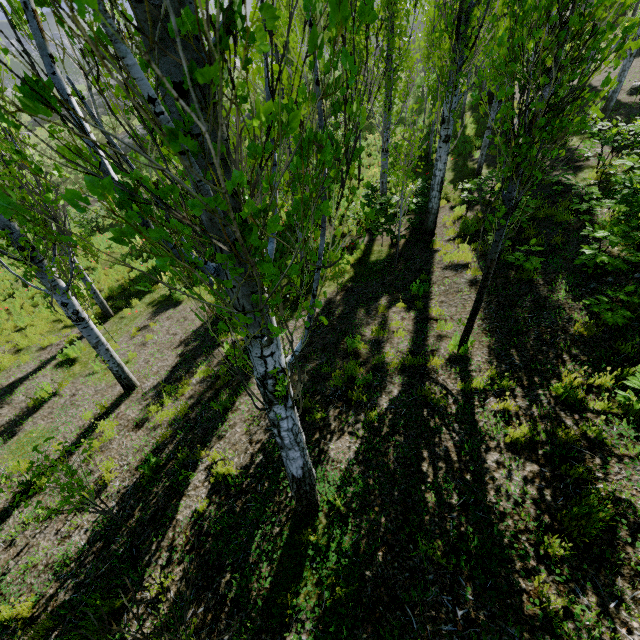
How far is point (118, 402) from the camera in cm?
720

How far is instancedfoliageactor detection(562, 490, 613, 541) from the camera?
3.2m

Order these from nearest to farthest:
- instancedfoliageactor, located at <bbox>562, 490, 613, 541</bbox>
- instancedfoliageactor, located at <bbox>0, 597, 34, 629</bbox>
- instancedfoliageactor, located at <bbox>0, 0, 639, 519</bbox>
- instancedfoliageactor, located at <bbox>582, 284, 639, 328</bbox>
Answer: instancedfoliageactor, located at <bbox>0, 0, 639, 519</bbox>
instancedfoliageactor, located at <bbox>562, 490, 613, 541</bbox>
instancedfoliageactor, located at <bbox>0, 597, 34, 629</bbox>
instancedfoliageactor, located at <bbox>582, 284, 639, 328</bbox>

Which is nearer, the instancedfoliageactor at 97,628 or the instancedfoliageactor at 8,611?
the instancedfoliageactor at 97,628

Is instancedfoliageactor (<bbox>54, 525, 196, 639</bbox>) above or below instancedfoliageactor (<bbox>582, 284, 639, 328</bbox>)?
A: below
